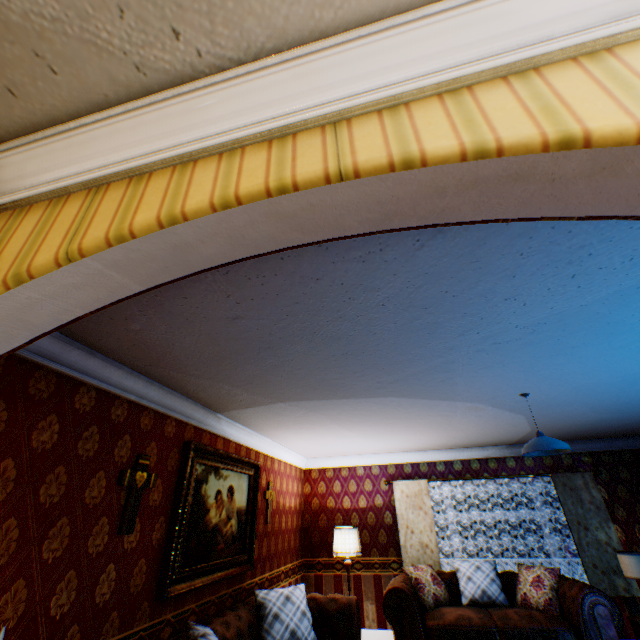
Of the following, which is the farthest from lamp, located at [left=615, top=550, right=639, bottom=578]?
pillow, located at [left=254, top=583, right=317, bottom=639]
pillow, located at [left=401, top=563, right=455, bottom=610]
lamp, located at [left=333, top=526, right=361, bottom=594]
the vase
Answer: pillow, located at [left=254, top=583, right=317, bottom=639]

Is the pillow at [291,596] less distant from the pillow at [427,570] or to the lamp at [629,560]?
the pillow at [427,570]

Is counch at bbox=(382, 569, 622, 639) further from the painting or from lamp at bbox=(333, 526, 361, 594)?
the painting

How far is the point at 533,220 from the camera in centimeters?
87cm

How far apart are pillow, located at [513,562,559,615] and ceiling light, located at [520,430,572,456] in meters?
3.1

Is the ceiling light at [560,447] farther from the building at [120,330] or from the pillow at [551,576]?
the pillow at [551,576]

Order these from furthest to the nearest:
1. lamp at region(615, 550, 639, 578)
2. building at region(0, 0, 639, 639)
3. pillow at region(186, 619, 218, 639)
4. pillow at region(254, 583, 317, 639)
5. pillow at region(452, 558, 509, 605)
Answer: pillow at region(452, 558, 509, 605) → lamp at region(615, 550, 639, 578) → pillow at region(254, 583, 317, 639) → pillow at region(186, 619, 218, 639) → building at region(0, 0, 639, 639)

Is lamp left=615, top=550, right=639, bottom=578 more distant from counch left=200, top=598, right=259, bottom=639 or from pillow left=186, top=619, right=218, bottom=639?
pillow left=186, top=619, right=218, bottom=639
